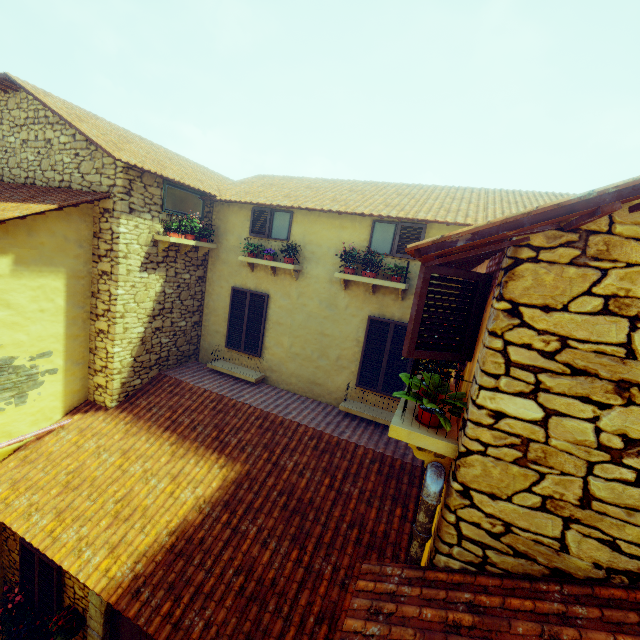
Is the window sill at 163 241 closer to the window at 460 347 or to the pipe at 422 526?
the window at 460 347

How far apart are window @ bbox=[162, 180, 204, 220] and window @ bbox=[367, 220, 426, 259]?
4.3m

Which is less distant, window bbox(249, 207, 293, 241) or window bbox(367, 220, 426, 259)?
window bbox(367, 220, 426, 259)

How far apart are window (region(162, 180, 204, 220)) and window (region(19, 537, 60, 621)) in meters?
6.8

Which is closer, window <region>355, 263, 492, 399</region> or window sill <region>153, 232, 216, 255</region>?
window <region>355, 263, 492, 399</region>

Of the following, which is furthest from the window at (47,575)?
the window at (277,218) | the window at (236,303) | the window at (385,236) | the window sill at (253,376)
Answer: the window at (385,236)

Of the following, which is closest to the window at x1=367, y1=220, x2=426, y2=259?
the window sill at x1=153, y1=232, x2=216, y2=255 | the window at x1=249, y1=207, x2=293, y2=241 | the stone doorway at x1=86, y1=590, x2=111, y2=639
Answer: the window at x1=249, y1=207, x2=293, y2=241

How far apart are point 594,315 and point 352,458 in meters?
5.0 m
